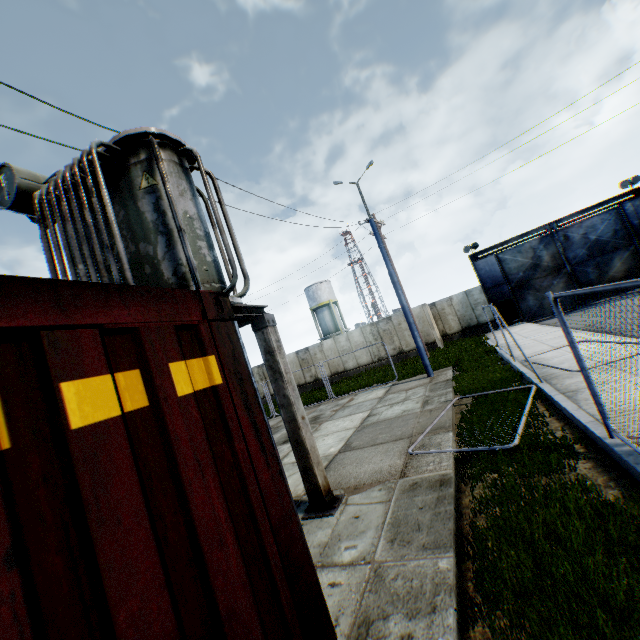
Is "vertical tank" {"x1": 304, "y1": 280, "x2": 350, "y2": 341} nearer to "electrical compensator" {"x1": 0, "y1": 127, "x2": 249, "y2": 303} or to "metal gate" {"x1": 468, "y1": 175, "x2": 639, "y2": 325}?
"metal gate" {"x1": 468, "y1": 175, "x2": 639, "y2": 325}

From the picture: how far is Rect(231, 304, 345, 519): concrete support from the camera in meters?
5.3

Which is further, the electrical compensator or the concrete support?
the concrete support

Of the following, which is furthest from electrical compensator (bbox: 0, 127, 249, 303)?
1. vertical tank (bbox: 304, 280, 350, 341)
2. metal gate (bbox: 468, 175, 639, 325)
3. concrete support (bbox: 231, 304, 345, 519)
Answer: vertical tank (bbox: 304, 280, 350, 341)

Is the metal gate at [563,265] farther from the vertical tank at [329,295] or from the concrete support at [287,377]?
the concrete support at [287,377]

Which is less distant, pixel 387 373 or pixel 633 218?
pixel 387 373

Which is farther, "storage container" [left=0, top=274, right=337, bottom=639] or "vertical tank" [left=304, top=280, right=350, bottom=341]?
"vertical tank" [left=304, top=280, right=350, bottom=341]

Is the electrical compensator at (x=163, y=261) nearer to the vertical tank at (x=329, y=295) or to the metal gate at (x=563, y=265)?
the metal gate at (x=563, y=265)
